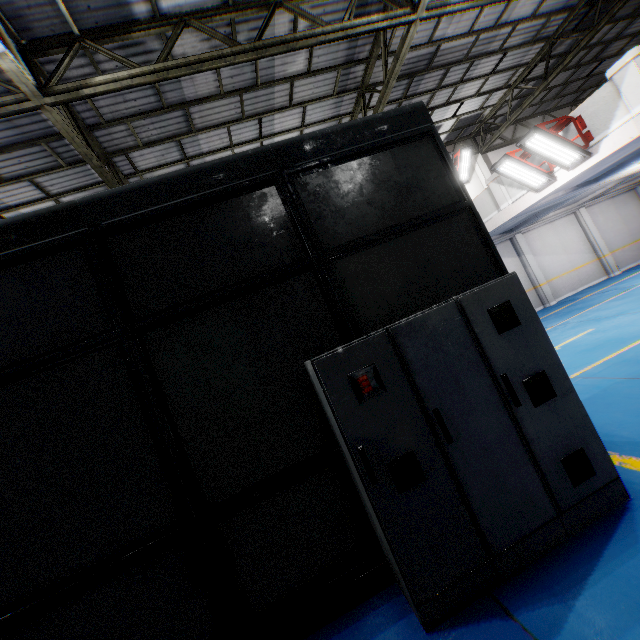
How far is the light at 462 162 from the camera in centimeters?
1426cm

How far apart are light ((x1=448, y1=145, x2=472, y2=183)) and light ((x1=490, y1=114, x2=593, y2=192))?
6.13m

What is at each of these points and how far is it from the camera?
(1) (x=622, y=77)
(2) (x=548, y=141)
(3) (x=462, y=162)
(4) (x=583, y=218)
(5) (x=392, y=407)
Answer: (1) cement column, 6.8m
(2) light, 7.9m
(3) light, 14.6m
(4) cement column, 15.8m
(5) cabinet, 2.6m

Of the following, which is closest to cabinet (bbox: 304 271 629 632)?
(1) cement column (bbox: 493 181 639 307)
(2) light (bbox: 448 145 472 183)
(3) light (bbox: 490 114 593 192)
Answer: (3) light (bbox: 490 114 593 192)

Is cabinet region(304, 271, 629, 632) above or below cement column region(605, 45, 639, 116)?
below

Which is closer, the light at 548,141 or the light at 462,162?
the light at 548,141

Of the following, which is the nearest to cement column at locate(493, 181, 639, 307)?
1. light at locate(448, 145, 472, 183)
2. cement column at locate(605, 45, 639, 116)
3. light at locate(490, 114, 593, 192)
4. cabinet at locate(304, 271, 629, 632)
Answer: light at locate(448, 145, 472, 183)

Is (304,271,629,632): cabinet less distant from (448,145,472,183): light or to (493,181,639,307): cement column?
(493,181,639,307): cement column
